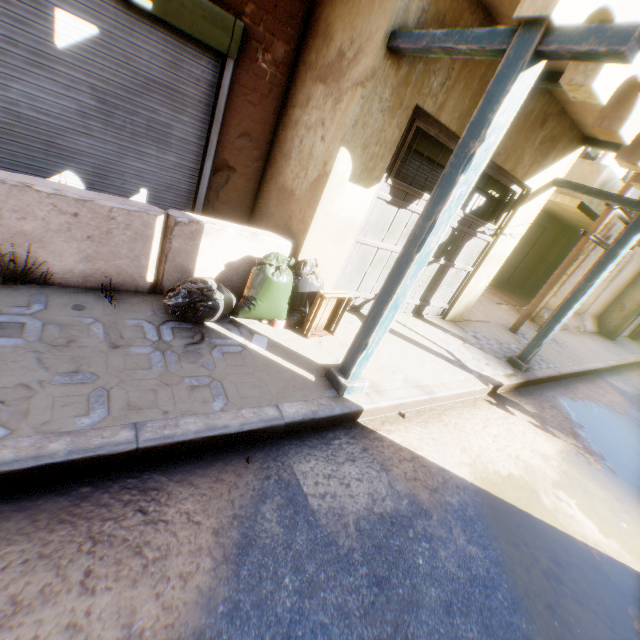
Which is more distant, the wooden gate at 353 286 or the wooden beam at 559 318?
the wooden beam at 559 318

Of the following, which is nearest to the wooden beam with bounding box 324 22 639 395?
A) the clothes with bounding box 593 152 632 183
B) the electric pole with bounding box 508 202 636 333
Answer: the electric pole with bounding box 508 202 636 333

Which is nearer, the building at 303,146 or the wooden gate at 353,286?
the building at 303,146

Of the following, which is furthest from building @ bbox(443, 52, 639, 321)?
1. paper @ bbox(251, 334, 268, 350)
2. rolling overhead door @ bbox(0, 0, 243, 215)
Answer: paper @ bbox(251, 334, 268, 350)

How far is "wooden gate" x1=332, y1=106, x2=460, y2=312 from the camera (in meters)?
4.01

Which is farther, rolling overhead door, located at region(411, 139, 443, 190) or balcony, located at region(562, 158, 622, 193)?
balcony, located at region(562, 158, 622, 193)

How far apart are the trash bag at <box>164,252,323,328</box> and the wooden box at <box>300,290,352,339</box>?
0.1m

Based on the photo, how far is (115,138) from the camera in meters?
3.9 m
